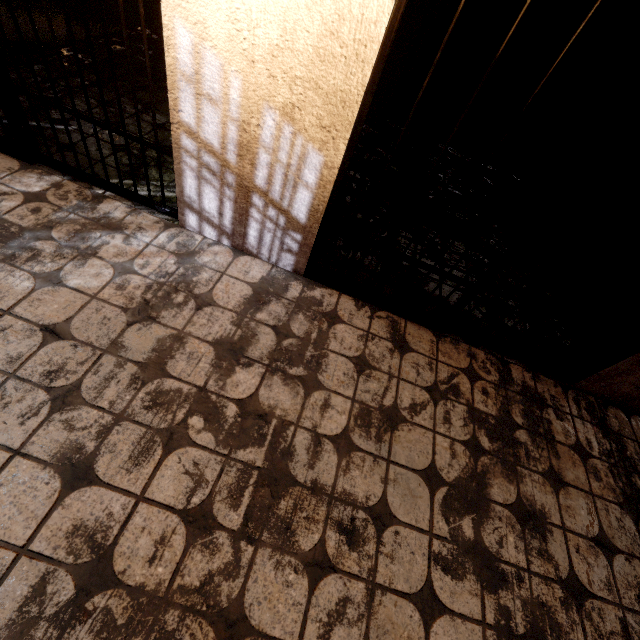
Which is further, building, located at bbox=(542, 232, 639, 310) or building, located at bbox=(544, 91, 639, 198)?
building, located at bbox=(544, 91, 639, 198)

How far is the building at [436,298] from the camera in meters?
2.4

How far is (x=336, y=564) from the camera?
1.3m

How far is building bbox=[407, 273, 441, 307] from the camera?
2.4m

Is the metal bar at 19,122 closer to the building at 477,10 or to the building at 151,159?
the building at 151,159

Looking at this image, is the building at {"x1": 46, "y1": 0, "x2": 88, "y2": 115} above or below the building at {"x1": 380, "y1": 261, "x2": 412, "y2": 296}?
above
